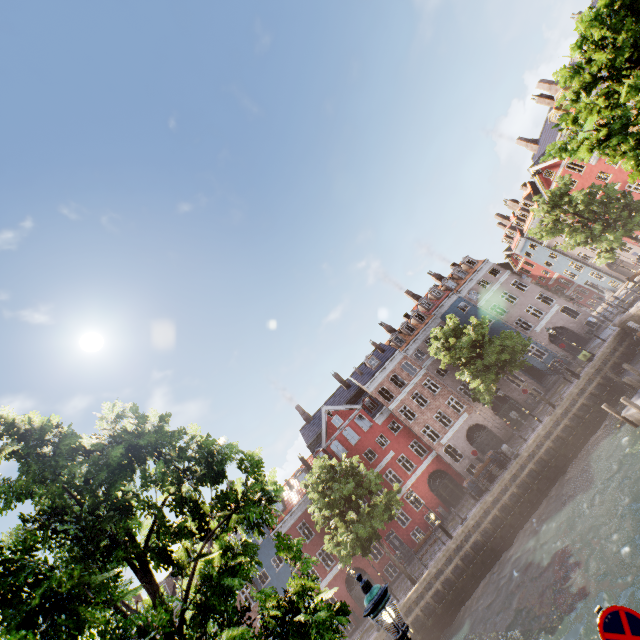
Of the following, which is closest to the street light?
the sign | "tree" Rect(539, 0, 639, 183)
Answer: "tree" Rect(539, 0, 639, 183)

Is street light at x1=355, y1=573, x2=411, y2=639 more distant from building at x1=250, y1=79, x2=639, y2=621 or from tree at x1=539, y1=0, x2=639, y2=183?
building at x1=250, y1=79, x2=639, y2=621

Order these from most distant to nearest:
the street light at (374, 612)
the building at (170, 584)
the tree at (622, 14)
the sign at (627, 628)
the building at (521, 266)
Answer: the building at (170, 584) < the building at (521, 266) < the tree at (622, 14) < the street light at (374, 612) < the sign at (627, 628)

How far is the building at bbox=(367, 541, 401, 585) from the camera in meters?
29.4 m

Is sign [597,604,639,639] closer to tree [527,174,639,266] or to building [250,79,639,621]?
tree [527,174,639,266]

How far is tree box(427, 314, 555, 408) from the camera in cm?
2503

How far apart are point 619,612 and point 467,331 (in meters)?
23.69

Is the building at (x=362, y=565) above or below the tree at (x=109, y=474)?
below
